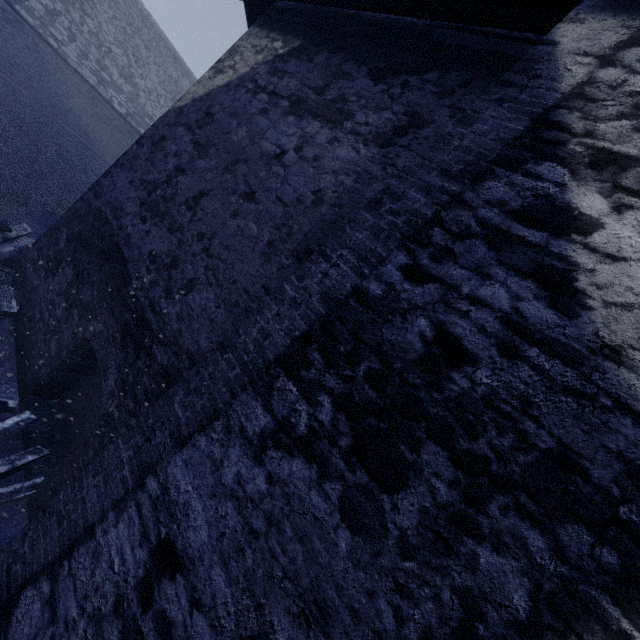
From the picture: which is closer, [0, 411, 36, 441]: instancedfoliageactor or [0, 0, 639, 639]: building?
[0, 0, 639, 639]: building

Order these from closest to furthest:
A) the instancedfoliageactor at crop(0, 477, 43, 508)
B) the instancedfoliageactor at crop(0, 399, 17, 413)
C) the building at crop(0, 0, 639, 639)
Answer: the building at crop(0, 0, 639, 639), the instancedfoliageactor at crop(0, 477, 43, 508), the instancedfoliageactor at crop(0, 399, 17, 413)

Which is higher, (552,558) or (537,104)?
(537,104)

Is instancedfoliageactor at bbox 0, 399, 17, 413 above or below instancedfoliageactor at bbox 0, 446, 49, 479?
above

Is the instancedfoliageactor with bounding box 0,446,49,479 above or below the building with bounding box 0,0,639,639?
below

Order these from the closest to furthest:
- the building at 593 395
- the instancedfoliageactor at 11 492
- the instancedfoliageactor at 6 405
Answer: the building at 593 395 → the instancedfoliageactor at 11 492 → the instancedfoliageactor at 6 405

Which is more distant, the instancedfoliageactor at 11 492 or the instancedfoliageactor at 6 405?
the instancedfoliageactor at 6 405
